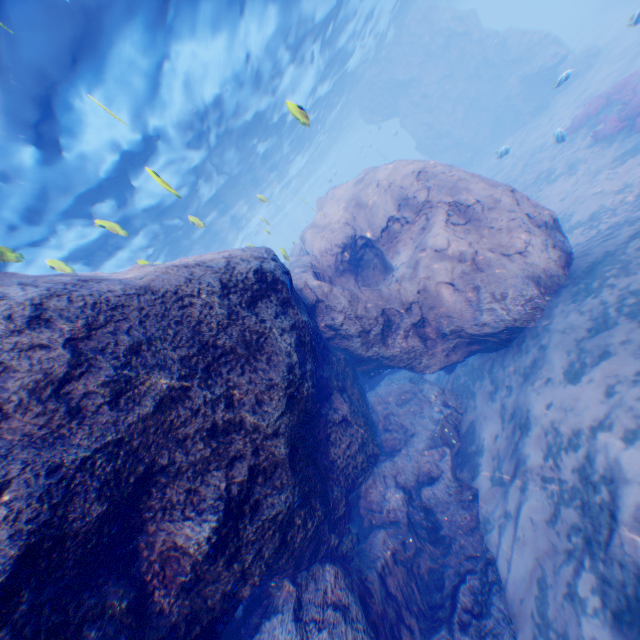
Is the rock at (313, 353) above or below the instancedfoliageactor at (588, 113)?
above

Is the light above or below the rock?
above

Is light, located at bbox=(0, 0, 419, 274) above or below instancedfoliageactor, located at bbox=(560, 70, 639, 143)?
above

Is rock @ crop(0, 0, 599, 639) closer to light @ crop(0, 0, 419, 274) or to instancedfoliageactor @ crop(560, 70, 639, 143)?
light @ crop(0, 0, 419, 274)

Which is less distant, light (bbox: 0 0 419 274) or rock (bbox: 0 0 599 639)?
rock (bbox: 0 0 599 639)

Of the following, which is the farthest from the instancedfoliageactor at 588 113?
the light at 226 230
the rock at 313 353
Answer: the light at 226 230

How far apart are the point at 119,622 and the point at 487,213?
9.2m

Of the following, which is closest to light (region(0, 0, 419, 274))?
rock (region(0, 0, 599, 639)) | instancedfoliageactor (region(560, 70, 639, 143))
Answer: rock (region(0, 0, 599, 639))
